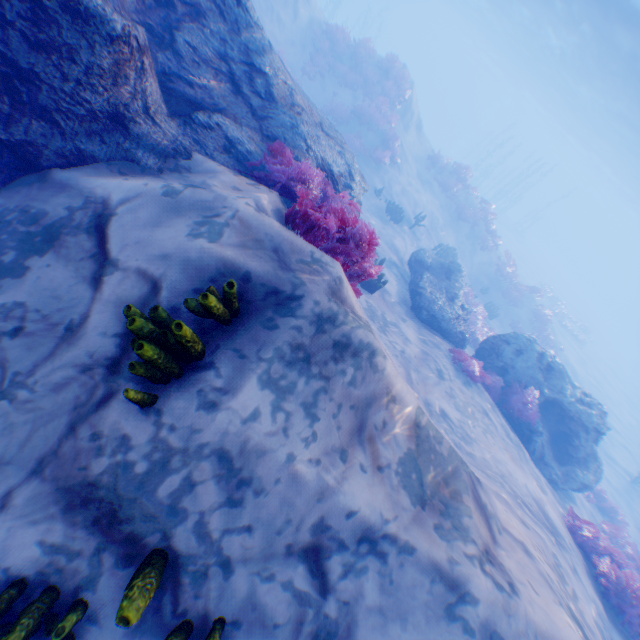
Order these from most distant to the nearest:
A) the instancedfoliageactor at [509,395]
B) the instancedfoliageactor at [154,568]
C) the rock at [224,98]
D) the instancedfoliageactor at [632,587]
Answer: the instancedfoliageactor at [509,395] < the instancedfoliageactor at [632,587] < the rock at [224,98] < the instancedfoliageactor at [154,568]

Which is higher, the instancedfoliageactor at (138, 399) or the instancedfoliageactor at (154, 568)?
the instancedfoliageactor at (138, 399)

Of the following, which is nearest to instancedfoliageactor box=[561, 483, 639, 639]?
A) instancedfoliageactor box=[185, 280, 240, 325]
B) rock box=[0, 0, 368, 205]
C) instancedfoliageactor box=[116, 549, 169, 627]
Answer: rock box=[0, 0, 368, 205]

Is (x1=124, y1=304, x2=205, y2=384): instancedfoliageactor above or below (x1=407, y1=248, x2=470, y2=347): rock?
above

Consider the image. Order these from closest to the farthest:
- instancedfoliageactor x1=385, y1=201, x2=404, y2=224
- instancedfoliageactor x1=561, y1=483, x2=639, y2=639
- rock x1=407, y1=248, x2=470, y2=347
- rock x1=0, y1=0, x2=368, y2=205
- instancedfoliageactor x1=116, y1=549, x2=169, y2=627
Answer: instancedfoliageactor x1=116, y1=549, x2=169, y2=627 < rock x1=0, y1=0, x2=368, y2=205 < instancedfoliageactor x1=561, y1=483, x2=639, y2=639 < rock x1=407, y1=248, x2=470, y2=347 < instancedfoliageactor x1=385, y1=201, x2=404, y2=224

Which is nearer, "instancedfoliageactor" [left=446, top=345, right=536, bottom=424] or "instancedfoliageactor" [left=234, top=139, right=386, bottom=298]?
"instancedfoliageactor" [left=234, top=139, right=386, bottom=298]

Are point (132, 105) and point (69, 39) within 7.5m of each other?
yes

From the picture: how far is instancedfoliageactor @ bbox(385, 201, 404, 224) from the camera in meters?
16.9
